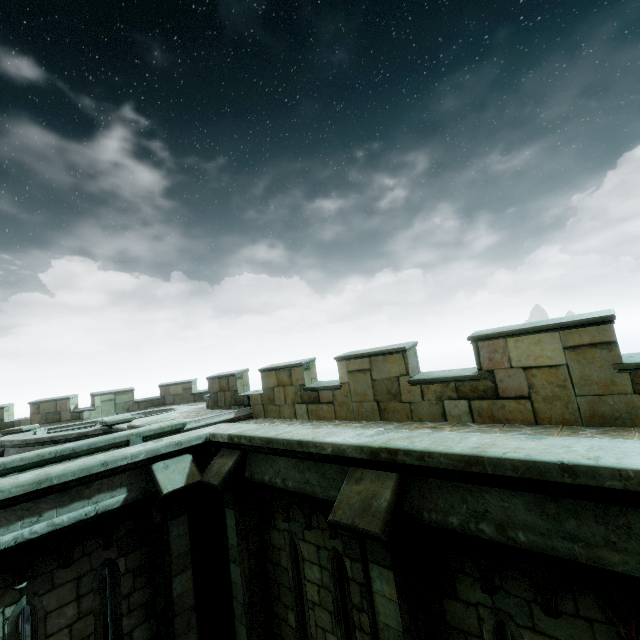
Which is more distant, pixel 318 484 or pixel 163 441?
pixel 163 441

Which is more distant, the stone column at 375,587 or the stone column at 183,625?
the stone column at 183,625

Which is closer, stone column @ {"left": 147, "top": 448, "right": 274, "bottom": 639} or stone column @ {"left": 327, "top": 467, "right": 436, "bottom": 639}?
stone column @ {"left": 327, "top": 467, "right": 436, "bottom": 639}
